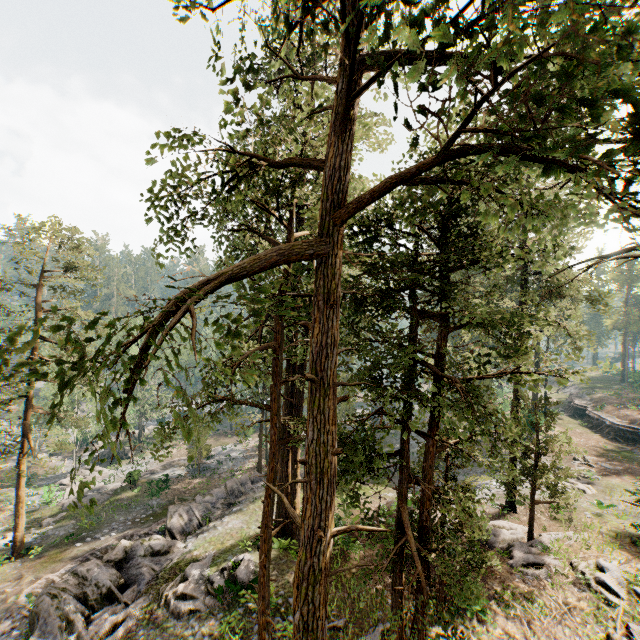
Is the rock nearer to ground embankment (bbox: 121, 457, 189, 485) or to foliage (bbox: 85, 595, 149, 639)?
foliage (bbox: 85, 595, 149, 639)

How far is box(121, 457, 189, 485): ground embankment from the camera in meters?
31.7

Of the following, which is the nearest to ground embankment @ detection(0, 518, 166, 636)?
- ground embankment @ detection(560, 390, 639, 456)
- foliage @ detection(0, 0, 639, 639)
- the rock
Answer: the rock

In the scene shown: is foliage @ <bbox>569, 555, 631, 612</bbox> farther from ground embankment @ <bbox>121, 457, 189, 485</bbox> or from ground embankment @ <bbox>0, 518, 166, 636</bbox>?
ground embankment @ <bbox>0, 518, 166, 636</bbox>

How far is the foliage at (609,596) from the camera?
14.4m

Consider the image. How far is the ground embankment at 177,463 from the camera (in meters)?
31.74

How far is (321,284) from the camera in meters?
5.6

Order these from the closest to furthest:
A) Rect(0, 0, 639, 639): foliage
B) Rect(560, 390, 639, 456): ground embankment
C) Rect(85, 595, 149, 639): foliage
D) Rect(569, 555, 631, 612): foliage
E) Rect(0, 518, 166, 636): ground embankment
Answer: Rect(0, 0, 639, 639): foliage, Rect(85, 595, 149, 639): foliage, Rect(569, 555, 631, 612): foliage, Rect(0, 518, 166, 636): ground embankment, Rect(560, 390, 639, 456): ground embankment
